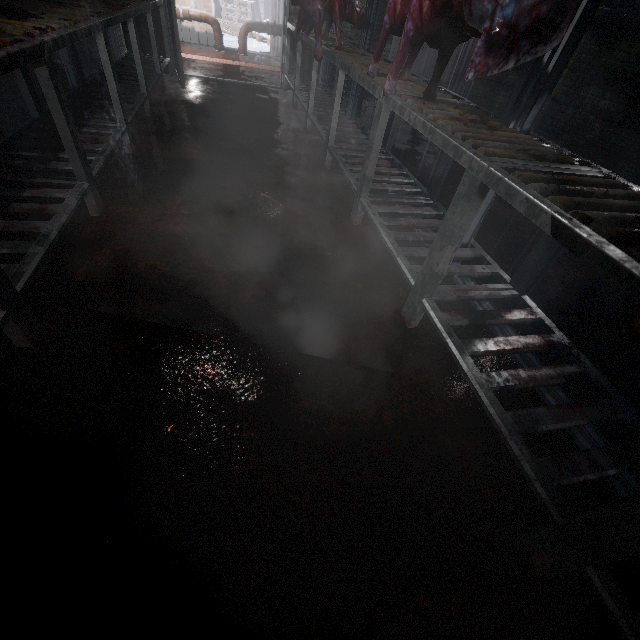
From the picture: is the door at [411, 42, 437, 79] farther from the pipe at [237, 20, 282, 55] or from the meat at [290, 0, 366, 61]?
the pipe at [237, 20, 282, 55]

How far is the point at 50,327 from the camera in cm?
130

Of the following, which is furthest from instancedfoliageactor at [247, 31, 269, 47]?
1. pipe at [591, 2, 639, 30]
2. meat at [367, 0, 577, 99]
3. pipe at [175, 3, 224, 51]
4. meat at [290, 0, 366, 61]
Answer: meat at [367, 0, 577, 99]

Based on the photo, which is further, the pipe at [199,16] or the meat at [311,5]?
the pipe at [199,16]

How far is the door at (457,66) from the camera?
5.1m

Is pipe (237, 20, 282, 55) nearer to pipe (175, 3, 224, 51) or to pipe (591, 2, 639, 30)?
pipe (175, 3, 224, 51)

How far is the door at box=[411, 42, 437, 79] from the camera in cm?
504

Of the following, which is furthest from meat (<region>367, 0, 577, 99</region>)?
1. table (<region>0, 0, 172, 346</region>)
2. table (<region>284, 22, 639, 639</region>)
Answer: table (<region>0, 0, 172, 346</region>)
